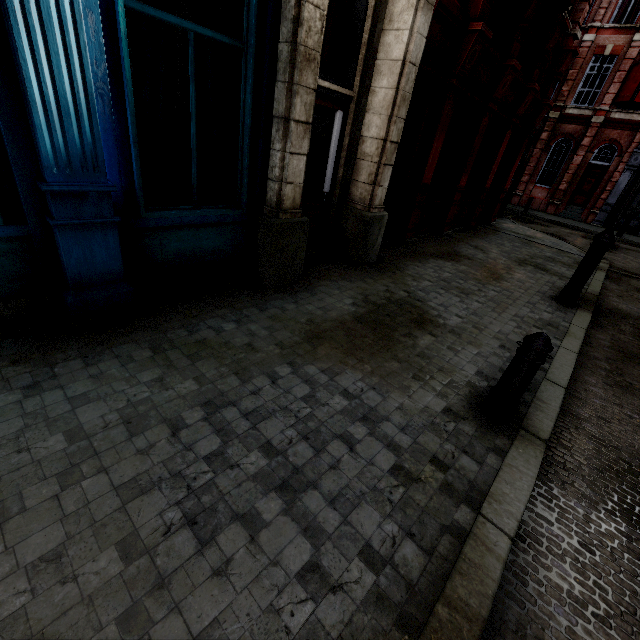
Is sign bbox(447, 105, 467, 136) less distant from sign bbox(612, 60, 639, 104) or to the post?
the post

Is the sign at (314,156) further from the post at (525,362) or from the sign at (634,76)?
the sign at (634,76)

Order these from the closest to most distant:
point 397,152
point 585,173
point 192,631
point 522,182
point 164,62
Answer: point 192,631
point 164,62
point 397,152
point 585,173
point 522,182

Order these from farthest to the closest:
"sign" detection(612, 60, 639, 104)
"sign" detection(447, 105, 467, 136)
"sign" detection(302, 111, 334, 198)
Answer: "sign" detection(612, 60, 639, 104)
"sign" detection(447, 105, 467, 136)
"sign" detection(302, 111, 334, 198)

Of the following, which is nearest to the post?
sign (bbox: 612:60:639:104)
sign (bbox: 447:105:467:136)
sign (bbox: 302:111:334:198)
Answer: sign (bbox: 302:111:334:198)

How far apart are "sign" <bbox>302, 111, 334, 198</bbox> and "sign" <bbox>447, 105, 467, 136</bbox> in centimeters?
407cm

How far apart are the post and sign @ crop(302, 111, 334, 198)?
4.3 meters

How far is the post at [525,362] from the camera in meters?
2.8
